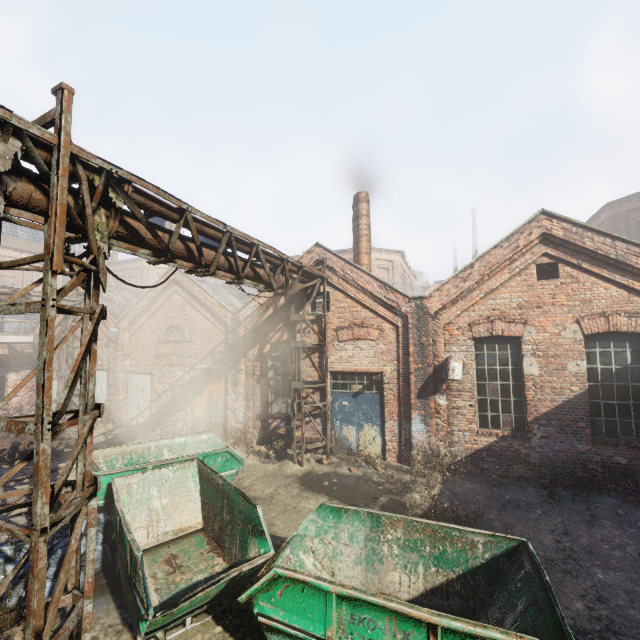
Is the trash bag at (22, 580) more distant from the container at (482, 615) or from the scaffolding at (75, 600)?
the scaffolding at (75, 600)

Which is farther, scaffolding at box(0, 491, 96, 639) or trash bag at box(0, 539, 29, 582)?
trash bag at box(0, 539, 29, 582)

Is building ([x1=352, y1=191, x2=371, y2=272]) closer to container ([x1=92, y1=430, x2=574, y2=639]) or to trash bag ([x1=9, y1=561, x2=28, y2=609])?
container ([x1=92, y1=430, x2=574, y2=639])

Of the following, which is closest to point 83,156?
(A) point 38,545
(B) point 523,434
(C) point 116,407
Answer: (A) point 38,545

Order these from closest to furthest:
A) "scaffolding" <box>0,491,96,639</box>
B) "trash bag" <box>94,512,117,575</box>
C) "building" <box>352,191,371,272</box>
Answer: "scaffolding" <box>0,491,96,639</box> → "trash bag" <box>94,512,117,575</box> → "building" <box>352,191,371,272</box>

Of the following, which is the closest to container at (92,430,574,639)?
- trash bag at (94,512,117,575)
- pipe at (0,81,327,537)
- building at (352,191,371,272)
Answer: trash bag at (94,512,117,575)

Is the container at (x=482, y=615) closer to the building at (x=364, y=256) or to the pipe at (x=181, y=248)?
the pipe at (x=181, y=248)

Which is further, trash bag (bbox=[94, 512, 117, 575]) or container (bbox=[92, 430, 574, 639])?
trash bag (bbox=[94, 512, 117, 575])
